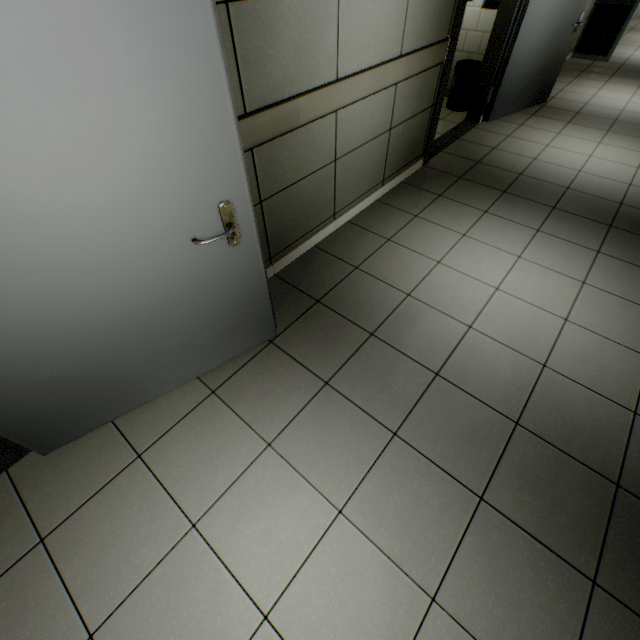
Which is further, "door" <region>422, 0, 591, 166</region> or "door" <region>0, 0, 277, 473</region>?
"door" <region>422, 0, 591, 166</region>

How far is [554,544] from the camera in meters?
1.5 m

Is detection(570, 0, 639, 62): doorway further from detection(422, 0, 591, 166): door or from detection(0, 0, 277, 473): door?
detection(0, 0, 277, 473): door

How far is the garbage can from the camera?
4.61m

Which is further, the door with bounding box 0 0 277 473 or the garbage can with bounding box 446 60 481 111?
the garbage can with bounding box 446 60 481 111

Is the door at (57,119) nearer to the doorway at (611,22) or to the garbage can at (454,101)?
the garbage can at (454,101)

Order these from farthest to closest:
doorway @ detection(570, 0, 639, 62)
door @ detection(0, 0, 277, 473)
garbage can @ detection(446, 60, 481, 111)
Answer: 1. doorway @ detection(570, 0, 639, 62)
2. garbage can @ detection(446, 60, 481, 111)
3. door @ detection(0, 0, 277, 473)

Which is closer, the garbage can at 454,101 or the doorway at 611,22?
the garbage can at 454,101
